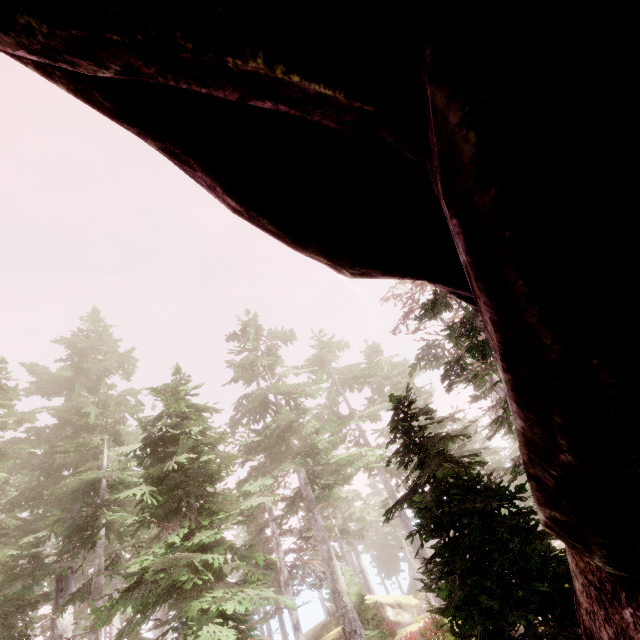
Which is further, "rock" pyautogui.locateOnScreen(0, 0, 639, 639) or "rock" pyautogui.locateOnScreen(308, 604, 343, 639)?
"rock" pyautogui.locateOnScreen(308, 604, 343, 639)

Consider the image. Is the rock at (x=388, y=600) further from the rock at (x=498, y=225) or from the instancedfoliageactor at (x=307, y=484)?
the rock at (x=498, y=225)

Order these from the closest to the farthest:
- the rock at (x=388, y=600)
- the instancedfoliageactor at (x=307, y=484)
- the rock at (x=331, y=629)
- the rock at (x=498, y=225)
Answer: the rock at (x=498, y=225) < the instancedfoliageactor at (x=307, y=484) < the rock at (x=331, y=629) < the rock at (x=388, y=600)

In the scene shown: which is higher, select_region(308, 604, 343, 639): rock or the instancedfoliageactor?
the instancedfoliageactor

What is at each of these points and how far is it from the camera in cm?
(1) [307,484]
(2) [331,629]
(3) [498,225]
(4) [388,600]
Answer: (1) instancedfoliageactor, 1961
(2) rock, 2625
(3) rock, 109
(4) rock, 3011

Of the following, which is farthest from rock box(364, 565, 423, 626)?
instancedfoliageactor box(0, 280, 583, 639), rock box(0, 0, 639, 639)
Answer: rock box(0, 0, 639, 639)

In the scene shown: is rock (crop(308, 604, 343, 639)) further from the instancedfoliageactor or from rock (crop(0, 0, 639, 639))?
rock (crop(0, 0, 639, 639))
